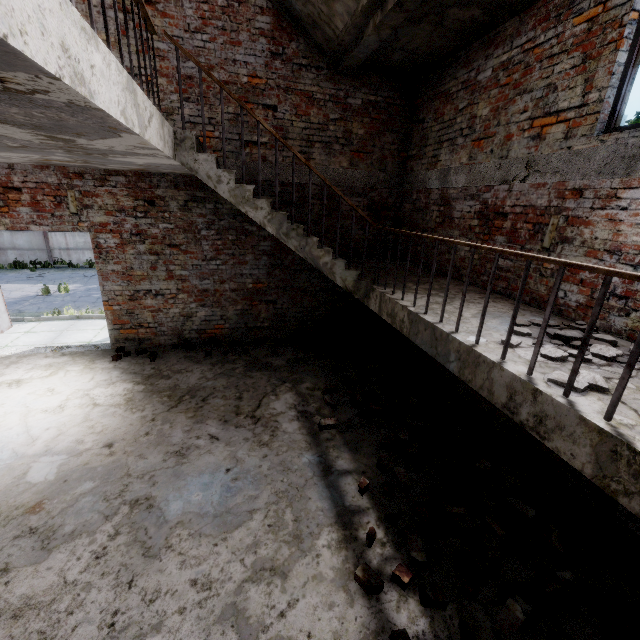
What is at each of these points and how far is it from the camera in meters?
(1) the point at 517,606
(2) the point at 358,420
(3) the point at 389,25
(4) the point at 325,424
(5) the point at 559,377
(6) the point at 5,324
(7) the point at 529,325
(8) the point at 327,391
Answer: (1) brick, 2.3
(2) brick, 4.3
(3) stairs, 4.0
(4) brick, 4.3
(5) concrete debris, 2.1
(6) door, 6.7
(7) concrete debris, 3.1
(8) brick, 5.0

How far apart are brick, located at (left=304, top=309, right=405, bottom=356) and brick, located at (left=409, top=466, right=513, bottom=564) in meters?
3.0

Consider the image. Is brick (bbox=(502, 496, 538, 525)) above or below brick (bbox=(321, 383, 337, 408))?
below

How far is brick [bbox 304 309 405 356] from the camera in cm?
655

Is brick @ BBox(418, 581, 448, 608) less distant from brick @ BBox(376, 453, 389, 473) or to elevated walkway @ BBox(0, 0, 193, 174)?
brick @ BBox(376, 453, 389, 473)

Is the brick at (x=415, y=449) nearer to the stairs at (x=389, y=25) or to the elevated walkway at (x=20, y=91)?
the stairs at (x=389, y=25)

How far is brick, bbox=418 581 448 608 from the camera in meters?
2.4 m

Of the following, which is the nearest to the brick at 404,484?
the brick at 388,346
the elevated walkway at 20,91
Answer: the brick at 388,346
